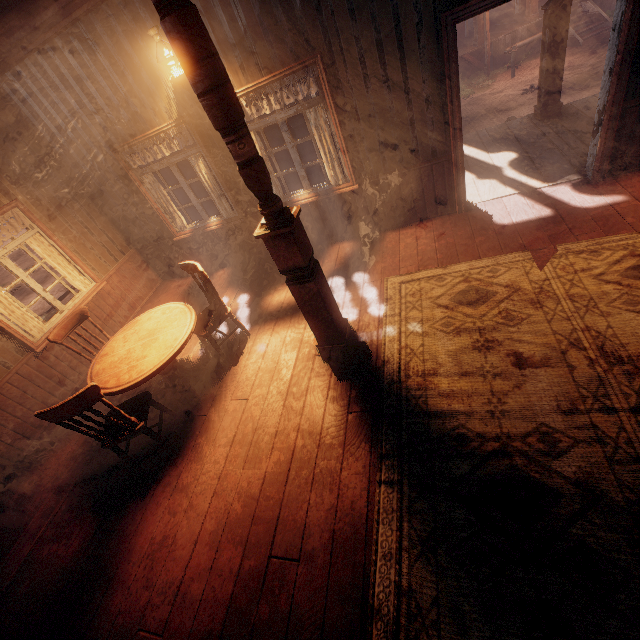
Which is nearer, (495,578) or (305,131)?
(495,578)

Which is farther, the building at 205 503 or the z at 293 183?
the z at 293 183

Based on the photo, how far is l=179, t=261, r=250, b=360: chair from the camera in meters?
4.0 m

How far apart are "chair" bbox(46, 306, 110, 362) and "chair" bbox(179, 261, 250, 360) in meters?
0.8

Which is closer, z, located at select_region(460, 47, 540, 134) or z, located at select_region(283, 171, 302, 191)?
z, located at select_region(460, 47, 540, 134)

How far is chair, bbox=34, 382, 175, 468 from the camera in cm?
279

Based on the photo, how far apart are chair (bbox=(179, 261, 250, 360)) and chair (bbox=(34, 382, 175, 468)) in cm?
90

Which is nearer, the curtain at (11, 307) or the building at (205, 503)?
the building at (205, 503)
